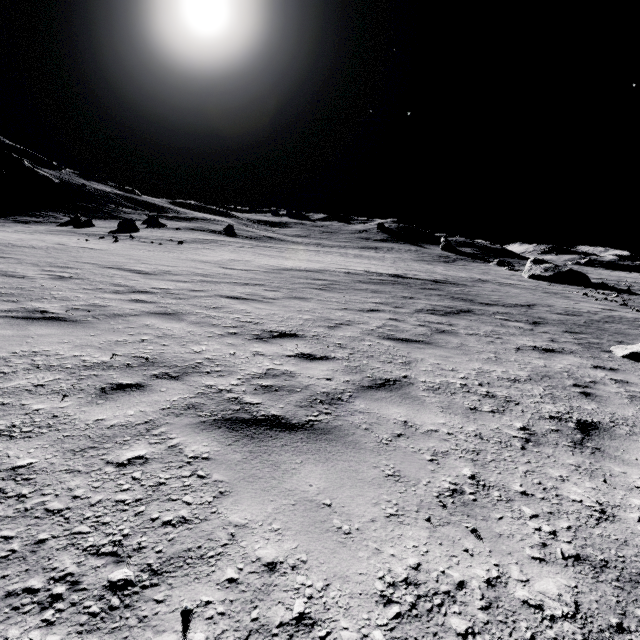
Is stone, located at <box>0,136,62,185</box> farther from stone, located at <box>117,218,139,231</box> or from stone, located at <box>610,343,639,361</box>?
stone, located at <box>610,343,639,361</box>

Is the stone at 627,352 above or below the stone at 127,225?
below

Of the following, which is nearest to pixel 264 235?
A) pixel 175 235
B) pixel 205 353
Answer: pixel 175 235

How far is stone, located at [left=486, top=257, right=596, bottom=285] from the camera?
34.9 meters

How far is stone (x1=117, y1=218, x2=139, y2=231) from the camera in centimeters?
3127cm

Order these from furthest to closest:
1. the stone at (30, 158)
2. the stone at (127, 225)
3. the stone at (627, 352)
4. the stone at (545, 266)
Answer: the stone at (30, 158)
the stone at (545, 266)
the stone at (127, 225)
the stone at (627, 352)

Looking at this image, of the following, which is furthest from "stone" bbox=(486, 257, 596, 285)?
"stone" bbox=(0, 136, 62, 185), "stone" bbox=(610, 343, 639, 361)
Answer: "stone" bbox=(0, 136, 62, 185)
